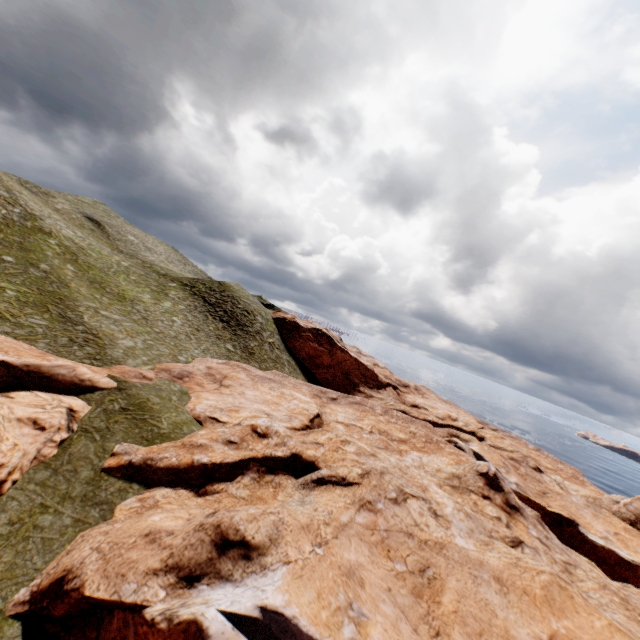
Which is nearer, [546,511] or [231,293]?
[546,511]
